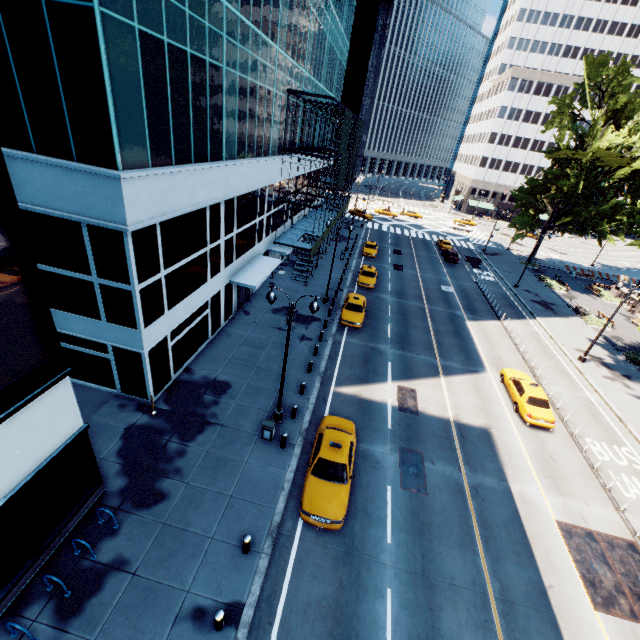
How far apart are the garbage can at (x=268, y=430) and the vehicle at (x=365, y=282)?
20.6 meters

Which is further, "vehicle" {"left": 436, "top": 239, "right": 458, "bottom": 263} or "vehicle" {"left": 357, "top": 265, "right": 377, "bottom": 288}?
"vehicle" {"left": 436, "top": 239, "right": 458, "bottom": 263}

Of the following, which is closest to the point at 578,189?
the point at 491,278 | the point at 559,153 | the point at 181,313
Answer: the point at 559,153

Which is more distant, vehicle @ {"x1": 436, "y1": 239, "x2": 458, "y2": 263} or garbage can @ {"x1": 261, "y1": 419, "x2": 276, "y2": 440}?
vehicle @ {"x1": 436, "y1": 239, "x2": 458, "y2": 263}

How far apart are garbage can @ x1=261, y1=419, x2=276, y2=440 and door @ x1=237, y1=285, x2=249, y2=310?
12.0 meters

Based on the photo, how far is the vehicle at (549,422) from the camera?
19.2 meters

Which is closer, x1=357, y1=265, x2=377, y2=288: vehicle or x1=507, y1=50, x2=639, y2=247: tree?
x1=357, y1=265, x2=377, y2=288: vehicle

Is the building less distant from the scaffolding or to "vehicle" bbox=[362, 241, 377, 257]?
the scaffolding
